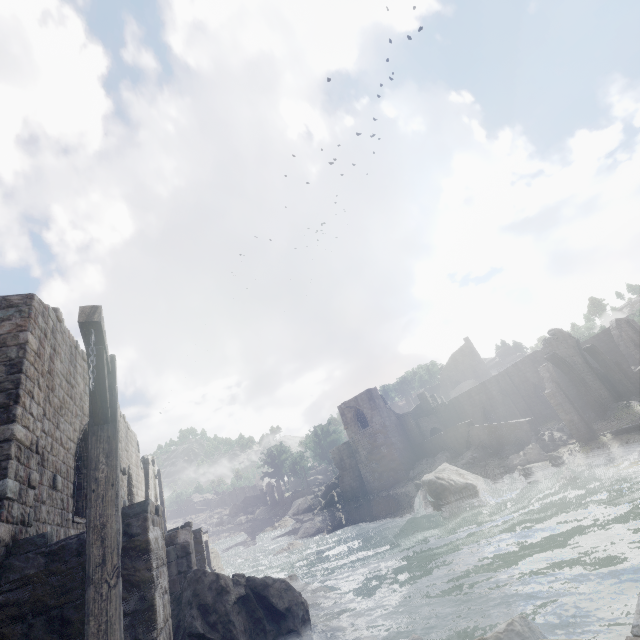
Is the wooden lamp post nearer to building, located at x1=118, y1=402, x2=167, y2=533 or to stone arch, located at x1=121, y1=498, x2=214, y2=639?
stone arch, located at x1=121, y1=498, x2=214, y2=639

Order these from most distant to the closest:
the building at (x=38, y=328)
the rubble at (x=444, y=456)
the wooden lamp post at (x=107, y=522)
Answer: the rubble at (x=444, y=456) < the building at (x=38, y=328) < the wooden lamp post at (x=107, y=522)

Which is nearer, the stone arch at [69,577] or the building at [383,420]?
the stone arch at [69,577]

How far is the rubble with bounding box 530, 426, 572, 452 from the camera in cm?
2381

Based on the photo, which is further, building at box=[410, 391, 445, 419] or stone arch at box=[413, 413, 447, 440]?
building at box=[410, 391, 445, 419]

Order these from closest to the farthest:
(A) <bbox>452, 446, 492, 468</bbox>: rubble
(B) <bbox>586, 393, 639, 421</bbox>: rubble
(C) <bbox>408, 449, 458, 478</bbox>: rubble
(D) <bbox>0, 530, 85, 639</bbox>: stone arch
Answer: A: (D) <bbox>0, 530, 85, 639</bbox>: stone arch → (B) <bbox>586, 393, 639, 421</bbox>: rubble → (A) <bbox>452, 446, 492, 468</bbox>: rubble → (C) <bbox>408, 449, 458, 478</bbox>: rubble

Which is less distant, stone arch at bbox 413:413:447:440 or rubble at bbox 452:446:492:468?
rubble at bbox 452:446:492:468

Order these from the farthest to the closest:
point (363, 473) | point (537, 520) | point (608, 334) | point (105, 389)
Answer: point (363, 473), point (608, 334), point (537, 520), point (105, 389)
